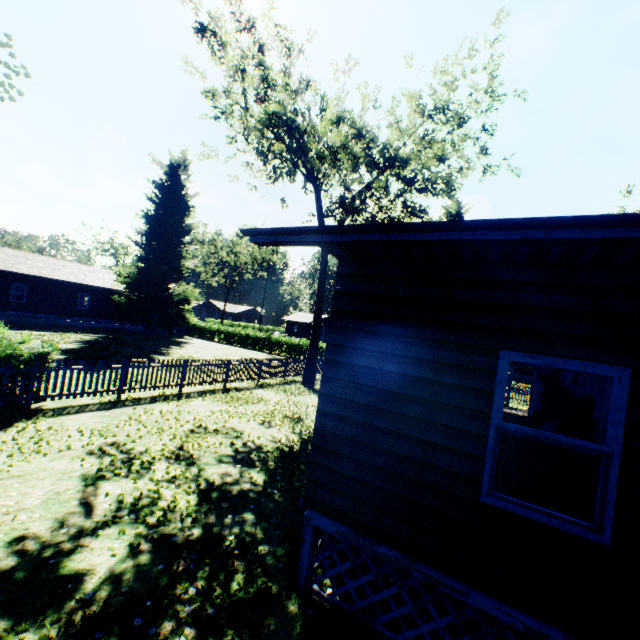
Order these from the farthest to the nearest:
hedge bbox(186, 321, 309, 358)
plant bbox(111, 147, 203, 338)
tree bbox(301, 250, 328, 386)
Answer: hedge bbox(186, 321, 309, 358)
plant bbox(111, 147, 203, 338)
tree bbox(301, 250, 328, 386)

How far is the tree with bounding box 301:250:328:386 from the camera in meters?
19.0 m

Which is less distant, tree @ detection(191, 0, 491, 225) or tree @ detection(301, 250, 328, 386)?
tree @ detection(191, 0, 491, 225)

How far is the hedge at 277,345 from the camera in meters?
34.6

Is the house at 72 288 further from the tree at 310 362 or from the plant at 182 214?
the tree at 310 362

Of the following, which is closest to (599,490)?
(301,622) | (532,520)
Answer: (532,520)

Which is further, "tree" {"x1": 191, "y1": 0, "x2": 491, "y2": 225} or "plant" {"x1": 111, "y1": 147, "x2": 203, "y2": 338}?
"plant" {"x1": 111, "y1": 147, "x2": 203, "y2": 338}

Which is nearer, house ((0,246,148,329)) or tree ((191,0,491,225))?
tree ((191,0,491,225))
